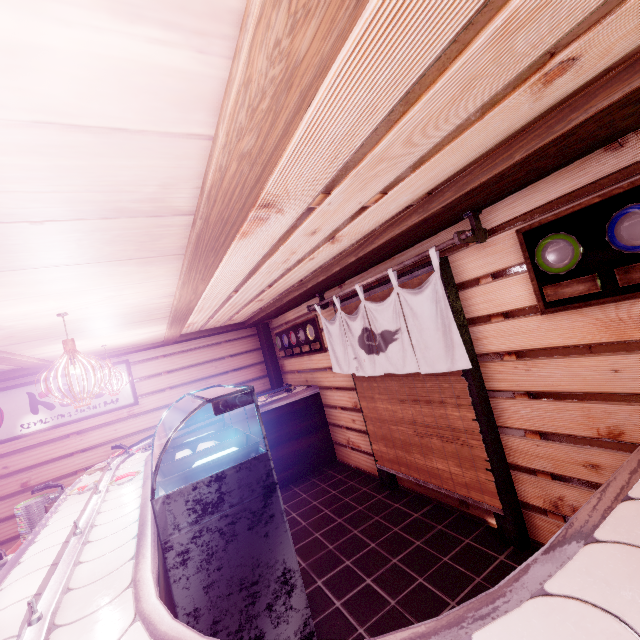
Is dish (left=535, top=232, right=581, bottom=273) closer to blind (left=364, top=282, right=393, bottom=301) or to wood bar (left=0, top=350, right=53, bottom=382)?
wood bar (left=0, top=350, right=53, bottom=382)

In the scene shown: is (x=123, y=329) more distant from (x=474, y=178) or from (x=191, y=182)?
(x=474, y=178)

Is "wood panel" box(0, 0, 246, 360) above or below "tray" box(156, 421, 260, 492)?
above

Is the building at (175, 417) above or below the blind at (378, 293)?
below

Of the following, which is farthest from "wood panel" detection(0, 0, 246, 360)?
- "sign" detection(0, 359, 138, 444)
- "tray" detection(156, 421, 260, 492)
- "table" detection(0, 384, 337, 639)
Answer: "tray" detection(156, 421, 260, 492)

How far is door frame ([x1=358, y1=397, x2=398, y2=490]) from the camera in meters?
7.7

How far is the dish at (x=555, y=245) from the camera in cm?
373

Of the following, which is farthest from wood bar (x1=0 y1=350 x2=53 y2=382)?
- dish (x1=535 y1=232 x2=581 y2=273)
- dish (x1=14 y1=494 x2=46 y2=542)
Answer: dish (x1=14 y1=494 x2=46 y2=542)
